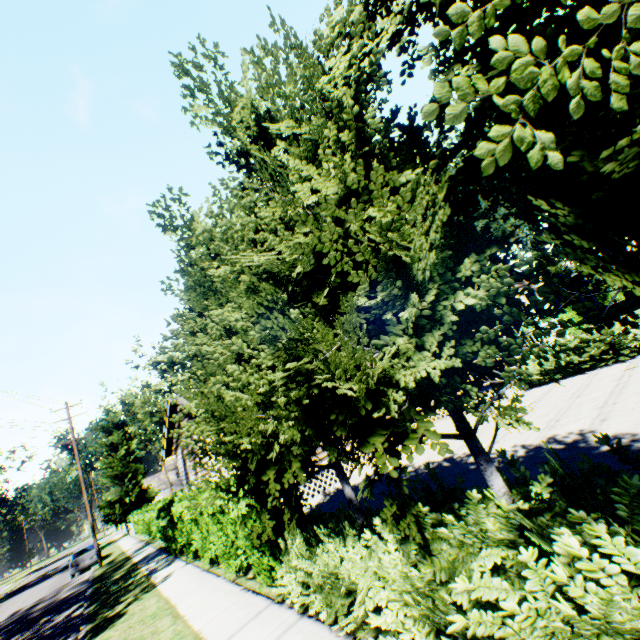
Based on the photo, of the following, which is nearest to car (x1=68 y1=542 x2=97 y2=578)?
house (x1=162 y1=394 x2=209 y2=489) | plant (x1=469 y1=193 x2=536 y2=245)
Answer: plant (x1=469 y1=193 x2=536 y2=245)

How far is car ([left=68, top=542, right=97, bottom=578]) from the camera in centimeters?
2334cm

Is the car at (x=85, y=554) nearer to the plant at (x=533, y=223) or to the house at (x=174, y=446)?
the plant at (x=533, y=223)

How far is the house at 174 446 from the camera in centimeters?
1574cm

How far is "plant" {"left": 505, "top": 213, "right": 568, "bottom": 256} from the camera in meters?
24.1 m

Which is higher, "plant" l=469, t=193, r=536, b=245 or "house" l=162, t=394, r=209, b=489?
"plant" l=469, t=193, r=536, b=245

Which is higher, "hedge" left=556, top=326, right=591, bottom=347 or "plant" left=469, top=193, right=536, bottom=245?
"plant" left=469, top=193, right=536, bottom=245

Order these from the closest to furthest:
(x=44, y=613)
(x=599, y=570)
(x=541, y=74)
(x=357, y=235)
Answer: (x=541, y=74) → (x=599, y=570) → (x=357, y=235) → (x=44, y=613)
